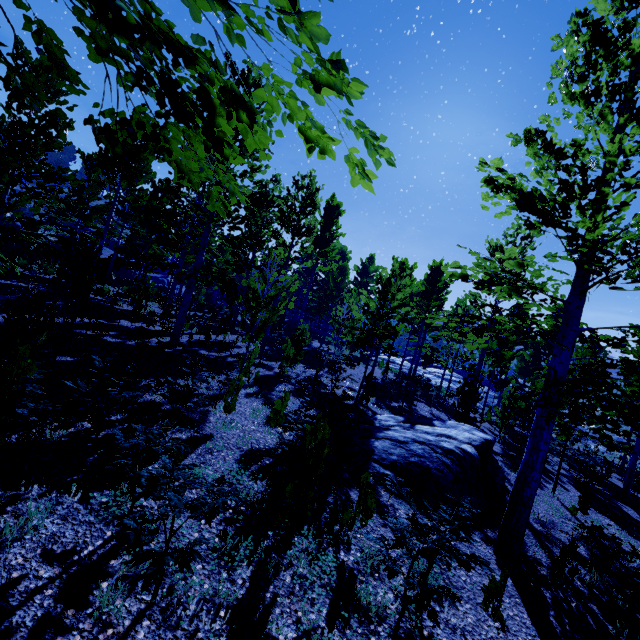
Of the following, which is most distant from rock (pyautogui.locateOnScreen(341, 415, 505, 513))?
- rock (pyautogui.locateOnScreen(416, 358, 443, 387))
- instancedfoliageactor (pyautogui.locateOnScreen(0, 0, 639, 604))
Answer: rock (pyautogui.locateOnScreen(416, 358, 443, 387))

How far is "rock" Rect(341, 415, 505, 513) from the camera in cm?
667

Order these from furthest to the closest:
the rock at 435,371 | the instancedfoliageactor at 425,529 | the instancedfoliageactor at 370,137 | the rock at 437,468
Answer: the rock at 435,371 < the rock at 437,468 < the instancedfoliageactor at 425,529 < the instancedfoliageactor at 370,137

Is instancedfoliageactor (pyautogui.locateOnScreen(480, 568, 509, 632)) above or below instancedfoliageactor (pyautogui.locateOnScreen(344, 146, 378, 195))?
below

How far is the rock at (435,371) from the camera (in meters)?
34.54

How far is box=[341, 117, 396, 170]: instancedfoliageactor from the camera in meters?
1.4 m

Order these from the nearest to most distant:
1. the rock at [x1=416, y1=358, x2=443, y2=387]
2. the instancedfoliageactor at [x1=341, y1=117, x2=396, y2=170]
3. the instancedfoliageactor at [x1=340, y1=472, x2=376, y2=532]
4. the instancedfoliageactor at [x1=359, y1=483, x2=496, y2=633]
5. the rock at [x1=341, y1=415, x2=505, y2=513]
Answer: the instancedfoliageactor at [x1=341, y1=117, x2=396, y2=170] → the instancedfoliageactor at [x1=359, y1=483, x2=496, y2=633] → the instancedfoliageactor at [x1=340, y1=472, x2=376, y2=532] → the rock at [x1=341, y1=415, x2=505, y2=513] → the rock at [x1=416, y1=358, x2=443, y2=387]

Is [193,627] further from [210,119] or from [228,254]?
[228,254]
